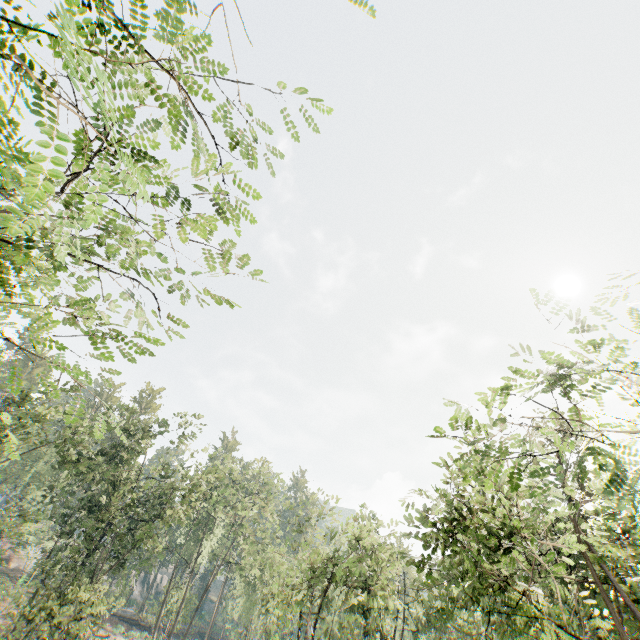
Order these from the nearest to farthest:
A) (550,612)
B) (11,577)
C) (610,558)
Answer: (610,558) → (550,612) → (11,577)

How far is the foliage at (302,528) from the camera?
24.7m

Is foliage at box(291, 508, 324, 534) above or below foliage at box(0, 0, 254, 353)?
above

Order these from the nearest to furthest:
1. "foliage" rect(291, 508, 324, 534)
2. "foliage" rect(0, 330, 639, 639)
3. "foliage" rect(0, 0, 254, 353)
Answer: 1. "foliage" rect(0, 0, 254, 353)
2. "foliage" rect(0, 330, 639, 639)
3. "foliage" rect(291, 508, 324, 534)

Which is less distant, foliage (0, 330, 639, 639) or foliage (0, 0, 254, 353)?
foliage (0, 0, 254, 353)

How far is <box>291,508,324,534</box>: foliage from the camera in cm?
2469

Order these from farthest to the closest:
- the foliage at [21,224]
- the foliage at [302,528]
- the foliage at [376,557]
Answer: the foliage at [302,528], the foliage at [376,557], the foliage at [21,224]
